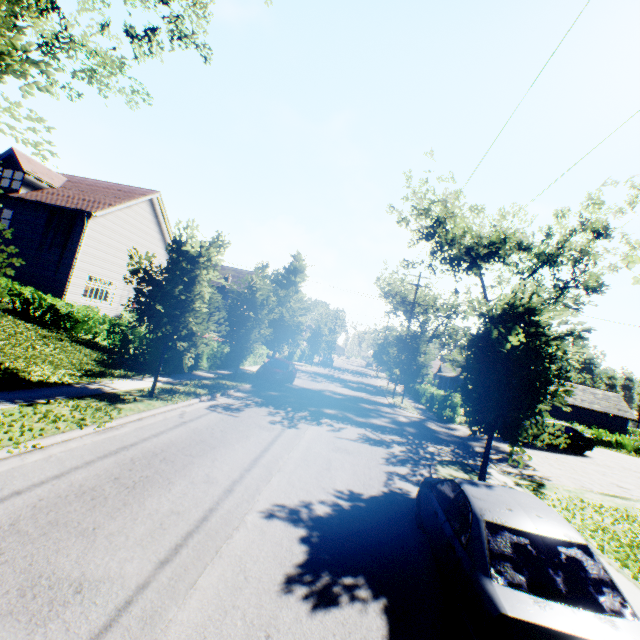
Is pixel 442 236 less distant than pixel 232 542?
No

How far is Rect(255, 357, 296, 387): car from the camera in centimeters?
2009cm

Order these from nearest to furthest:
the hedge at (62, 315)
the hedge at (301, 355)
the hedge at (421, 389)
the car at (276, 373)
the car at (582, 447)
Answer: the hedge at (62, 315)
the car at (582, 447)
the car at (276, 373)
the hedge at (421, 389)
the hedge at (301, 355)

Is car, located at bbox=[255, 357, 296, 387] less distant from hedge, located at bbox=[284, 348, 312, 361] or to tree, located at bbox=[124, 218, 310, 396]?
tree, located at bbox=[124, 218, 310, 396]

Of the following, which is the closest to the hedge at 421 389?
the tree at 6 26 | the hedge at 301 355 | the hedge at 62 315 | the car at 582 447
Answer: the tree at 6 26

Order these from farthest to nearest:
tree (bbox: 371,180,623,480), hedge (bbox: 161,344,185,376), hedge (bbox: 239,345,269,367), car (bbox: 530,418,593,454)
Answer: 1. hedge (bbox: 239,345,269,367)
2. car (bbox: 530,418,593,454)
3. hedge (bbox: 161,344,185,376)
4. tree (bbox: 371,180,623,480)

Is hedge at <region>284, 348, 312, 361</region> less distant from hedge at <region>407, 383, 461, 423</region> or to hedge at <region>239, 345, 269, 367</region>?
hedge at <region>239, 345, 269, 367</region>

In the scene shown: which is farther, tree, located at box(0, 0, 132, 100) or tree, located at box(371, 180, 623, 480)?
tree, located at box(371, 180, 623, 480)
